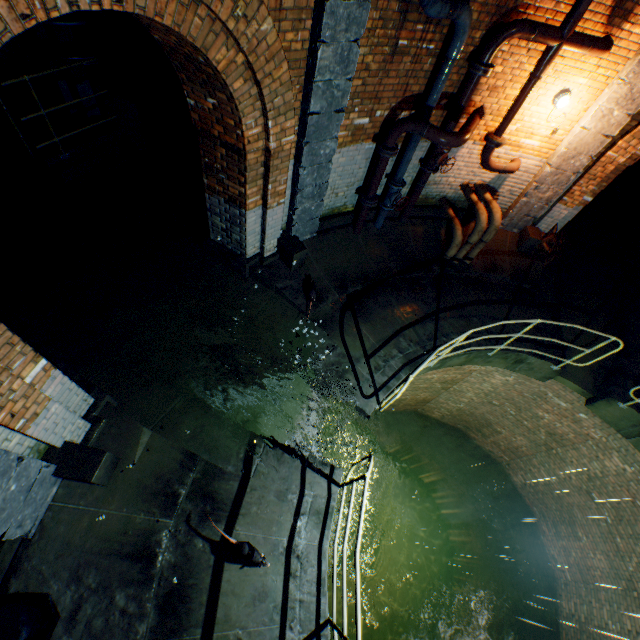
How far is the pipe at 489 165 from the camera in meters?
6.1

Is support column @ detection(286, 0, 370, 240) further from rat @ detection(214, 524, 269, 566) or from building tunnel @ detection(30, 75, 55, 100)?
rat @ detection(214, 524, 269, 566)

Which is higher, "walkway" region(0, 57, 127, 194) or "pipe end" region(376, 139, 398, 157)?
"pipe end" region(376, 139, 398, 157)

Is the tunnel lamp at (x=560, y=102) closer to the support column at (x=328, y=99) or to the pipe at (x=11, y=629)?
the support column at (x=328, y=99)

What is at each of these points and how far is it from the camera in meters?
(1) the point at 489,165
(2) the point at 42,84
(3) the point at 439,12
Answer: (1) pipe, 6.3 m
(2) building tunnel, 6.6 m
(3) pipe, 3.9 m

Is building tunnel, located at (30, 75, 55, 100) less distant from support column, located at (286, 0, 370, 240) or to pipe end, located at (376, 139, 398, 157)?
support column, located at (286, 0, 370, 240)

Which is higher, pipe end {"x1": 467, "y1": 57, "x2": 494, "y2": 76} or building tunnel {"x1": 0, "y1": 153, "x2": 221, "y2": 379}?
pipe end {"x1": 467, "y1": 57, "x2": 494, "y2": 76}

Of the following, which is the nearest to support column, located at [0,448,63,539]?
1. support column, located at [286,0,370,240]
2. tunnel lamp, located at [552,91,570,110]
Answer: support column, located at [286,0,370,240]
